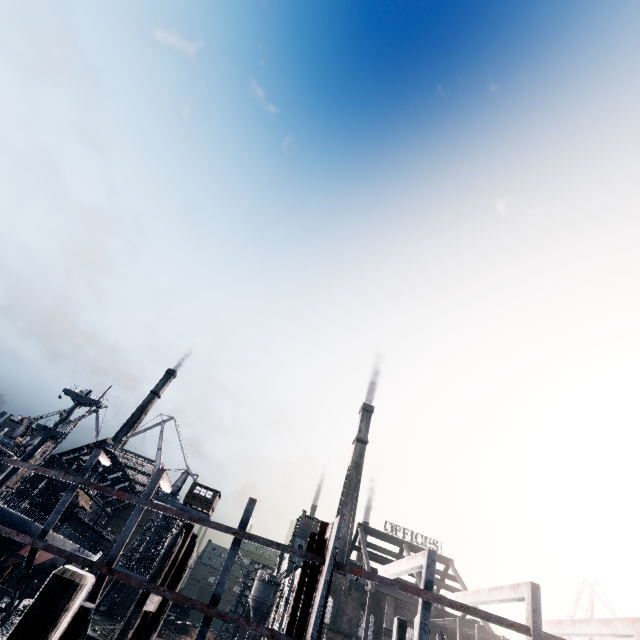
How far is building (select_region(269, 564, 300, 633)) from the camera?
48.32m

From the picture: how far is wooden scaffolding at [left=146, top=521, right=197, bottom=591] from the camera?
9.77m

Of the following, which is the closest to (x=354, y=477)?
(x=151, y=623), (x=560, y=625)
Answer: (x=151, y=623)

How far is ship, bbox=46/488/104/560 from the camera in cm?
4552

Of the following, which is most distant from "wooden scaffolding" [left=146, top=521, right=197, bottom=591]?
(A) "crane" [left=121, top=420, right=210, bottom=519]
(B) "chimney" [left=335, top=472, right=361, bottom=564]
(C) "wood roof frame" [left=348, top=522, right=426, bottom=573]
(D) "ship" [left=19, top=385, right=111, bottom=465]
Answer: (B) "chimney" [left=335, top=472, right=361, bottom=564]

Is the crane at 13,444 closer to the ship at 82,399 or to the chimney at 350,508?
the ship at 82,399

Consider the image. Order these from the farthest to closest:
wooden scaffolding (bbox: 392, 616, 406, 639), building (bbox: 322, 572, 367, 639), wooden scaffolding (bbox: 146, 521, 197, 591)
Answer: building (bbox: 322, 572, 367, 639) < wooden scaffolding (bbox: 392, 616, 406, 639) < wooden scaffolding (bbox: 146, 521, 197, 591)

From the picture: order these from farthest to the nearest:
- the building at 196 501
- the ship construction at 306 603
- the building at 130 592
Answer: the building at 130 592 → the building at 196 501 → the ship construction at 306 603
